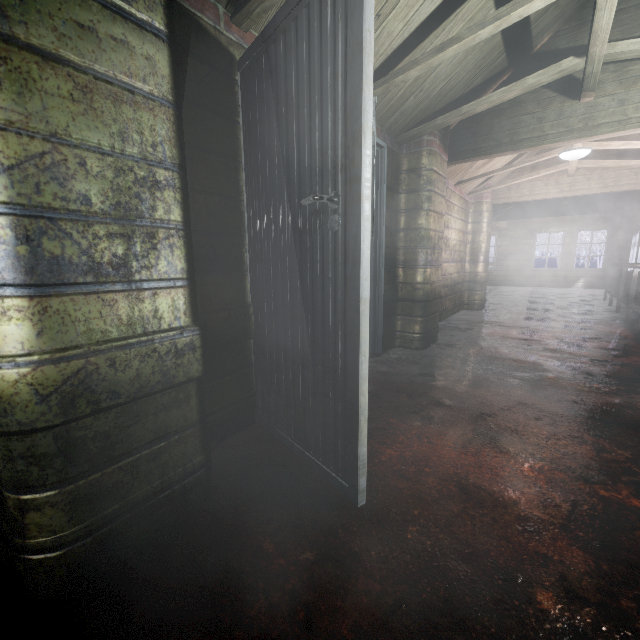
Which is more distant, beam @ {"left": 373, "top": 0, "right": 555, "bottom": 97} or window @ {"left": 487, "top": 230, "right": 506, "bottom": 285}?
window @ {"left": 487, "top": 230, "right": 506, "bottom": 285}

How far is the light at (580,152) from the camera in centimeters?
390cm

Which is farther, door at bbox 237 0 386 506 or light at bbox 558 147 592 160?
light at bbox 558 147 592 160

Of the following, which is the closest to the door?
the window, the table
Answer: the table

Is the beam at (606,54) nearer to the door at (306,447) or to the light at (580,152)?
the door at (306,447)

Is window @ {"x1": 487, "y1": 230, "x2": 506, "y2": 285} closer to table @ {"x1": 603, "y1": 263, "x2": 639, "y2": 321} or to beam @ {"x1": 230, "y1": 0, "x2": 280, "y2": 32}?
table @ {"x1": 603, "y1": 263, "x2": 639, "y2": 321}

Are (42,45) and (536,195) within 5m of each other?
no

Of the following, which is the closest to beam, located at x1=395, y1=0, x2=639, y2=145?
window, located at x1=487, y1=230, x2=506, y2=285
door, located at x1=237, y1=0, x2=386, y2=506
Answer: door, located at x1=237, y1=0, x2=386, y2=506
